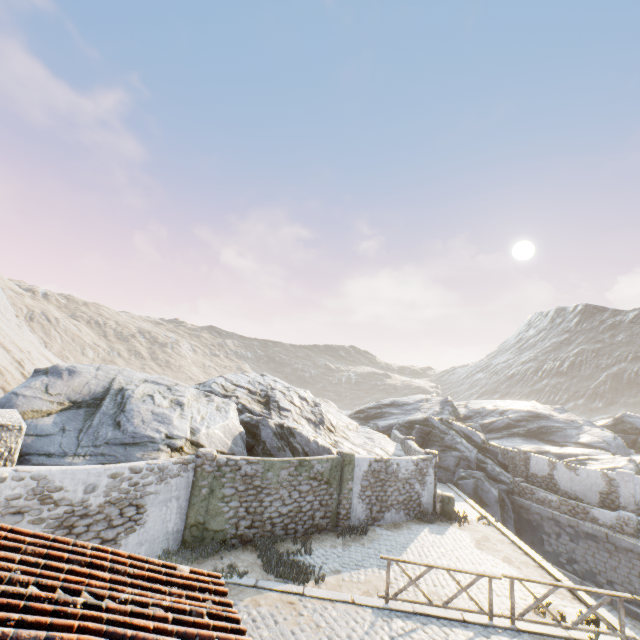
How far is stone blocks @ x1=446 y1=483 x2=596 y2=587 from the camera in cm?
1198

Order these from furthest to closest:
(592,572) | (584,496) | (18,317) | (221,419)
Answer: (18,317) < (584,496) < (592,572) < (221,419)

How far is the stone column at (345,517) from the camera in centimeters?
1393cm

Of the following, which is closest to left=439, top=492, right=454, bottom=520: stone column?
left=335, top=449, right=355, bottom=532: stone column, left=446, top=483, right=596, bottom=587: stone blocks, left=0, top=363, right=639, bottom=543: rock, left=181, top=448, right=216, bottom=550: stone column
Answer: left=446, top=483, right=596, bottom=587: stone blocks

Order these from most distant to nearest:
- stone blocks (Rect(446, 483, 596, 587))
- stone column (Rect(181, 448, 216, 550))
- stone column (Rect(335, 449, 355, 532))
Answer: stone column (Rect(335, 449, 355, 532))
stone blocks (Rect(446, 483, 596, 587))
stone column (Rect(181, 448, 216, 550))

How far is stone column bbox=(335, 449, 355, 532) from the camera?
13.93m

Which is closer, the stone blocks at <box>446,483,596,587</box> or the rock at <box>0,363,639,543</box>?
the rock at <box>0,363,639,543</box>

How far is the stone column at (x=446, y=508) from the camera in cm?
1666
